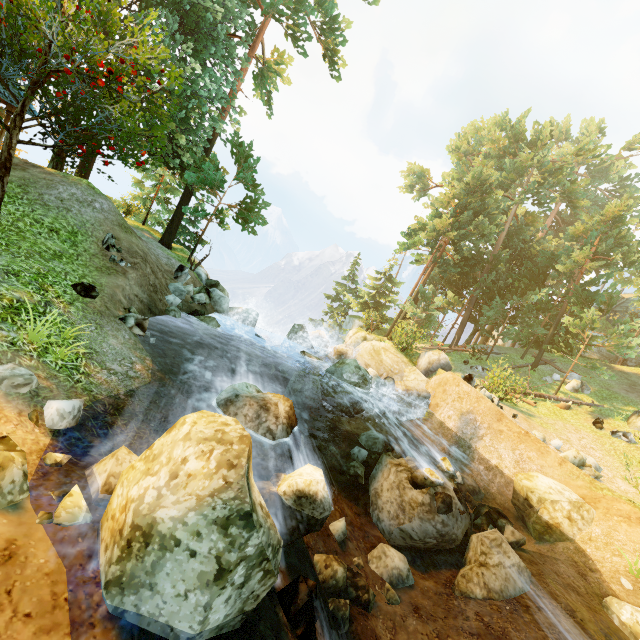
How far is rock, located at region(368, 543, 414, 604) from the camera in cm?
697

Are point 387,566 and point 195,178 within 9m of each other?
no

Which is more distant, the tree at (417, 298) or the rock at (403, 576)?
the tree at (417, 298)

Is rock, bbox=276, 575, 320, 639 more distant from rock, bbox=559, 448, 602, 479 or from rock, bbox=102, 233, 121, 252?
rock, bbox=559, 448, 602, 479

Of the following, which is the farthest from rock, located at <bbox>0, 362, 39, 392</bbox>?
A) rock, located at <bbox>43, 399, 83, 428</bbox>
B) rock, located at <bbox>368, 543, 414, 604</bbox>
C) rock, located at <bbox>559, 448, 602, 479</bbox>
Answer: rock, located at <bbox>559, 448, 602, 479</bbox>

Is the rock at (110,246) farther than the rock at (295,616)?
Yes

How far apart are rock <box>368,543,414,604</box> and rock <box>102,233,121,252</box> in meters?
11.9 m

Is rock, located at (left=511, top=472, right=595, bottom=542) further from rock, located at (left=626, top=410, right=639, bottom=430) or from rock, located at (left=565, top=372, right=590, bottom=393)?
rock, located at (left=565, top=372, right=590, bottom=393)
